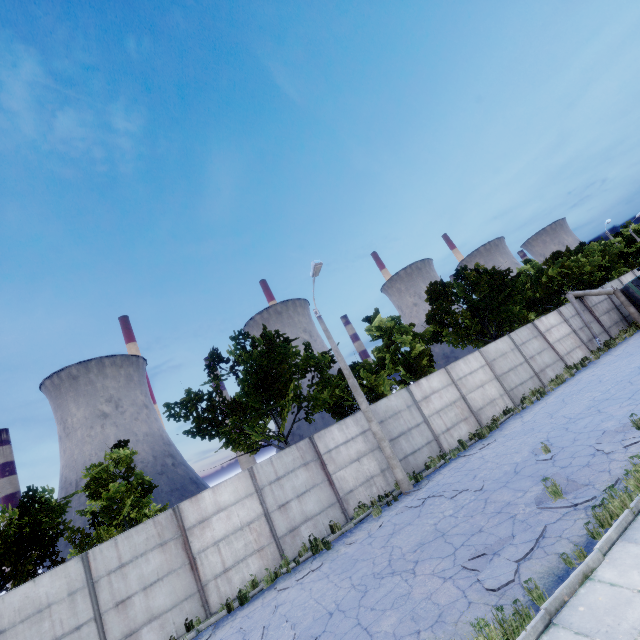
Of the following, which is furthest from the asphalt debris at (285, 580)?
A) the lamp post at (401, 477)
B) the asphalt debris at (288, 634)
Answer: the lamp post at (401, 477)

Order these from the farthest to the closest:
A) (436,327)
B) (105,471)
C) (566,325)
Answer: (436,327) → (566,325) → (105,471)

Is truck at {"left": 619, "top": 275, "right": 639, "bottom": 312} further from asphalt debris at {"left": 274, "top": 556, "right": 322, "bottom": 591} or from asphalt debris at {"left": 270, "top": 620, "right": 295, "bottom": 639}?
asphalt debris at {"left": 270, "top": 620, "right": 295, "bottom": 639}

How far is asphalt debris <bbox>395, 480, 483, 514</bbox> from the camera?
10.4 meters

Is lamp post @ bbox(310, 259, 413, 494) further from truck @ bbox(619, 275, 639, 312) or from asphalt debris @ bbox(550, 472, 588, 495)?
truck @ bbox(619, 275, 639, 312)

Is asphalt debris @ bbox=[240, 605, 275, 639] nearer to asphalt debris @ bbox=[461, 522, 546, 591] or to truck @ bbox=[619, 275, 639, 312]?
asphalt debris @ bbox=[461, 522, 546, 591]

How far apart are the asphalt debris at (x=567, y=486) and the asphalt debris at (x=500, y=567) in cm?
57

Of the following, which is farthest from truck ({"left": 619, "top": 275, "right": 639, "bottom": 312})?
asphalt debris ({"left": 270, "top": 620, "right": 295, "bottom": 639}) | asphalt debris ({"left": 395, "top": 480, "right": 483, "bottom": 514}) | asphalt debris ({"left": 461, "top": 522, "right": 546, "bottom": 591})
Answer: asphalt debris ({"left": 270, "top": 620, "right": 295, "bottom": 639})
